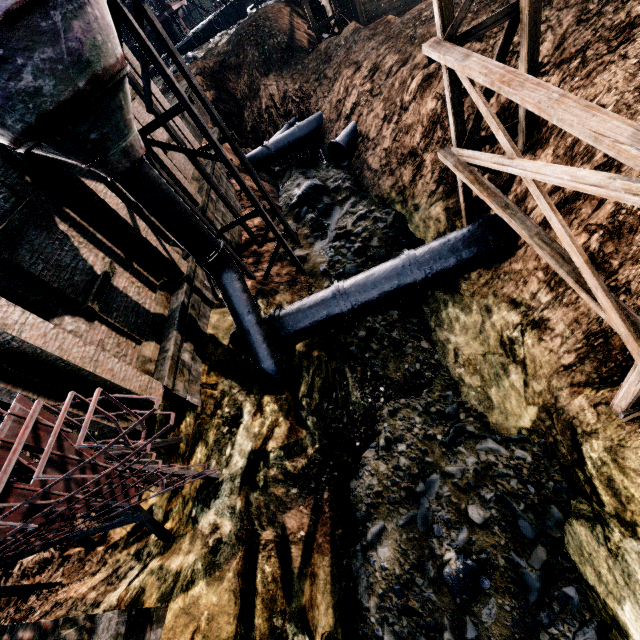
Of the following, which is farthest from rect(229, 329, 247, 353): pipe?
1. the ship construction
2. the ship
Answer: the ship

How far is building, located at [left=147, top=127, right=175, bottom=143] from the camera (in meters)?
17.00

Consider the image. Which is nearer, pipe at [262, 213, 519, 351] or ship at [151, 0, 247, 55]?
pipe at [262, 213, 519, 351]

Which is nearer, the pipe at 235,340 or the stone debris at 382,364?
the stone debris at 382,364

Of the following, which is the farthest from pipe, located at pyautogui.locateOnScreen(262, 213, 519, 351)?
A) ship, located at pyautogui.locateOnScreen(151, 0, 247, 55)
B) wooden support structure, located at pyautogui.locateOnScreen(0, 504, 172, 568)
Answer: ship, located at pyautogui.locateOnScreen(151, 0, 247, 55)

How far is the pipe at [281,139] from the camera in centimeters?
2448cm

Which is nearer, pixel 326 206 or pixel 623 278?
pixel 623 278

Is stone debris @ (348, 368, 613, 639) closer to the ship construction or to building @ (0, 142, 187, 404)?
building @ (0, 142, 187, 404)
